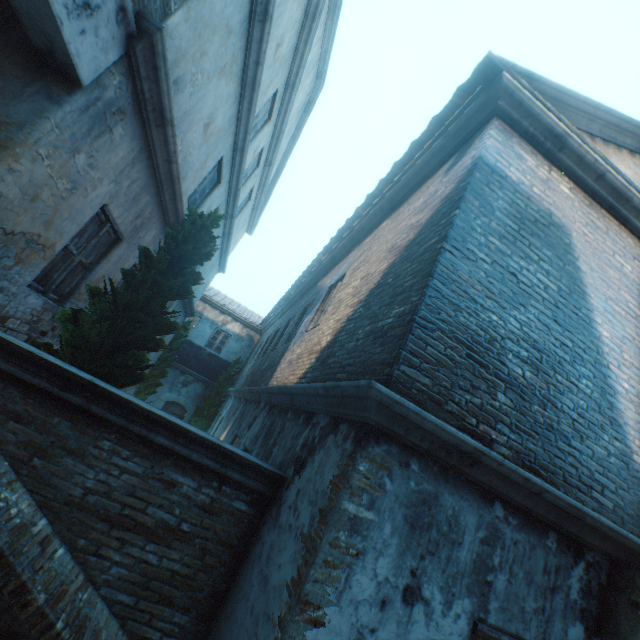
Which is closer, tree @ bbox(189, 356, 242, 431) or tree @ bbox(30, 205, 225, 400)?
tree @ bbox(30, 205, 225, 400)

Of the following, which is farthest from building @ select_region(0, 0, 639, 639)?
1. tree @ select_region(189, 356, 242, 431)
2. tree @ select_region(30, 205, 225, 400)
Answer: tree @ select_region(189, 356, 242, 431)

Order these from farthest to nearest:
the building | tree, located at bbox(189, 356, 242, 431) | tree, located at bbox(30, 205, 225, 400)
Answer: tree, located at bbox(189, 356, 242, 431) → tree, located at bbox(30, 205, 225, 400) → the building

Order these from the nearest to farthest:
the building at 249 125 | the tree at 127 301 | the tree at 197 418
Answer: the building at 249 125 < the tree at 127 301 < the tree at 197 418

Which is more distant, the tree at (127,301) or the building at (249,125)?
the tree at (127,301)

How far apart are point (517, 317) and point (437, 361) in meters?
1.2 m
